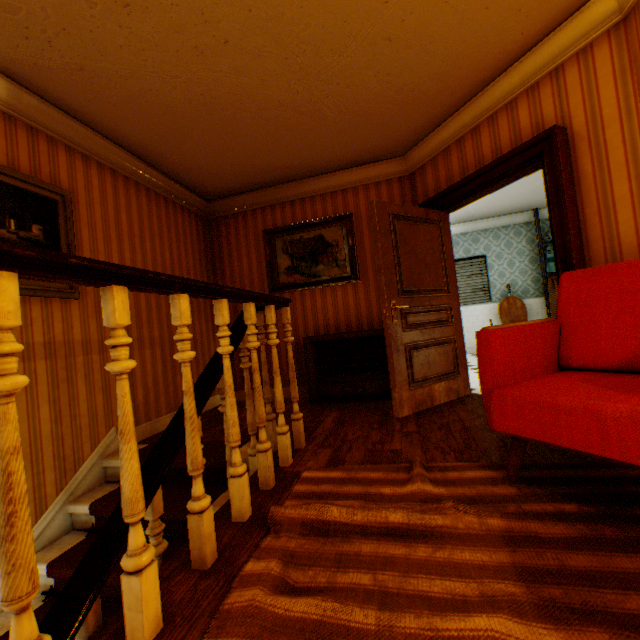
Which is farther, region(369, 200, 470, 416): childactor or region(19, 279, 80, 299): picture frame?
region(369, 200, 470, 416): childactor

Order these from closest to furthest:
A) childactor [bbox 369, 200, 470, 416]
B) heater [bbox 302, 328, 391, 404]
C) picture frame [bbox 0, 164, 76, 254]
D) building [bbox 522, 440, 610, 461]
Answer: building [bbox 522, 440, 610, 461] < picture frame [bbox 0, 164, 76, 254] < childactor [bbox 369, 200, 470, 416] < heater [bbox 302, 328, 391, 404]

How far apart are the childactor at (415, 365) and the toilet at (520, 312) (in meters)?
3.67

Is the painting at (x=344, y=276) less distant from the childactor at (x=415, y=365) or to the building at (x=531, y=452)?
the building at (x=531, y=452)

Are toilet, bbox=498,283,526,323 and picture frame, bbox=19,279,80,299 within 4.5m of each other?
no

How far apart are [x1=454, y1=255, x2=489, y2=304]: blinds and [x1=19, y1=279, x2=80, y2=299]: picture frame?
7.02m

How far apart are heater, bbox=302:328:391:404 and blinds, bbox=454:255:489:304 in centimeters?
436cm

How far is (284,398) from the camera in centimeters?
486cm
